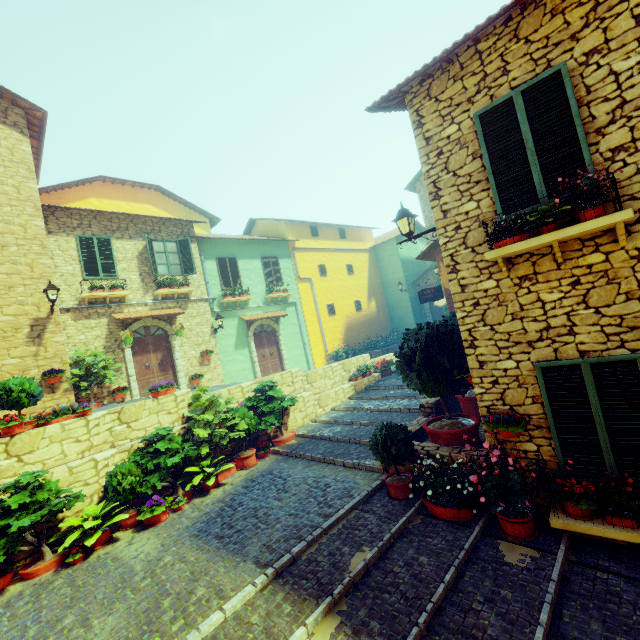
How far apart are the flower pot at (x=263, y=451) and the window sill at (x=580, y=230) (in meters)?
7.72

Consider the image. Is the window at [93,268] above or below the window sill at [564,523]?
above

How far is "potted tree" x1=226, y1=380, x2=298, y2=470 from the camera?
8.80m

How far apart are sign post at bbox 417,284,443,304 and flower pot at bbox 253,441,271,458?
8.1m

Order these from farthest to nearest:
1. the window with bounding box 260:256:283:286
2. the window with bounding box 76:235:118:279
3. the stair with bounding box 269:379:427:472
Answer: the window with bounding box 260:256:283:286, the window with bounding box 76:235:118:279, the stair with bounding box 269:379:427:472

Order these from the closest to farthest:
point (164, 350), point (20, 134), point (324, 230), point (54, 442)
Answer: point (54, 442), point (20, 134), point (164, 350), point (324, 230)

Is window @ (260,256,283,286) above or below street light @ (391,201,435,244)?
above

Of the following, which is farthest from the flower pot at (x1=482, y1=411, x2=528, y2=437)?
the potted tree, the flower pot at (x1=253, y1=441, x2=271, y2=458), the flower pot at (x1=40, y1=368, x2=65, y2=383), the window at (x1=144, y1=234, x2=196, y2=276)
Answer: the window at (x1=144, y1=234, x2=196, y2=276)
